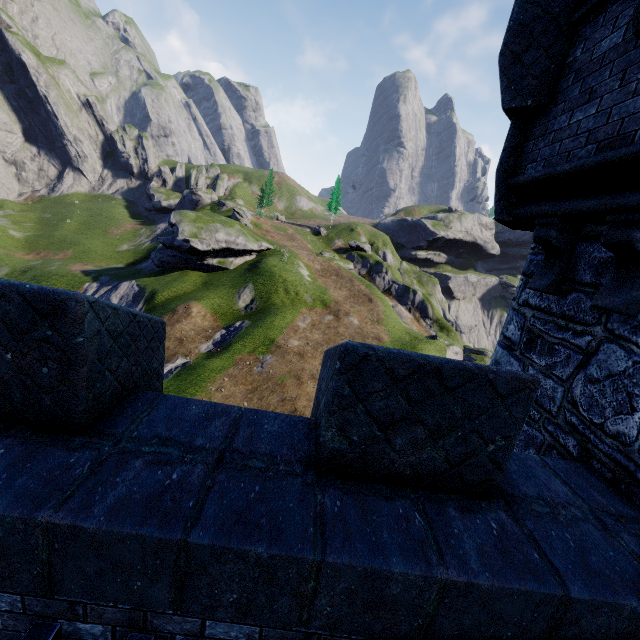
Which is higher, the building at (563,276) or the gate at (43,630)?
the building at (563,276)

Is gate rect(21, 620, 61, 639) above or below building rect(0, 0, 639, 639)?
below

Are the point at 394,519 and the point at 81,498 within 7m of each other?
yes
